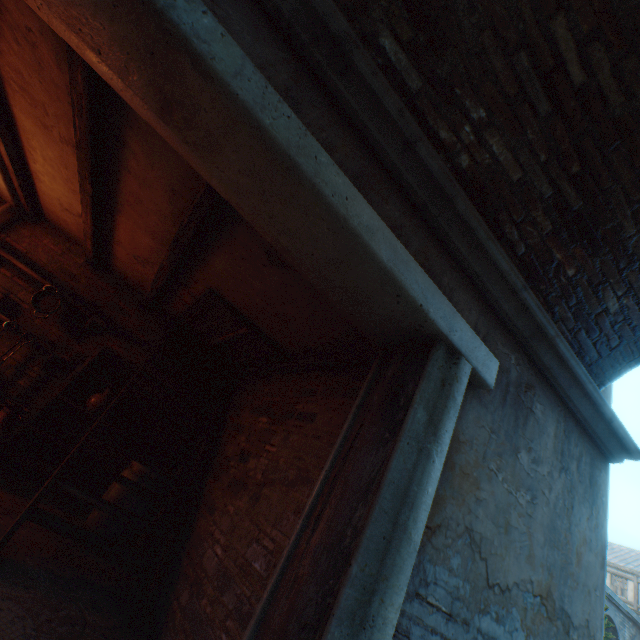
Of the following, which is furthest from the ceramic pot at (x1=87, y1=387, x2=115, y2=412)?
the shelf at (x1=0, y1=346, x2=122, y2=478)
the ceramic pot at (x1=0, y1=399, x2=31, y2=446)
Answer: the ceramic pot at (x1=0, y1=399, x2=31, y2=446)

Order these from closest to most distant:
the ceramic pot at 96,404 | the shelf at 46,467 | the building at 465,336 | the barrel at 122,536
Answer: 1. the building at 465,336
2. the barrel at 122,536
3. the shelf at 46,467
4. the ceramic pot at 96,404

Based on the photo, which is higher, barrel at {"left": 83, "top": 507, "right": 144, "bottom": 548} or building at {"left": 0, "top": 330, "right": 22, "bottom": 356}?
building at {"left": 0, "top": 330, "right": 22, "bottom": 356}

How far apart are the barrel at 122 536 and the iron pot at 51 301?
2.45m

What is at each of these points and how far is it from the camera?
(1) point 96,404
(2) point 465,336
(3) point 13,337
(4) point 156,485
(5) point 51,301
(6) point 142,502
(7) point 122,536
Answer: (1) ceramic pot, 4.88m
(2) building, 2.40m
(3) building, 4.78m
(4) barrel, 4.05m
(5) iron pot, 4.80m
(6) barrel, 3.93m
(7) barrel, 3.78m

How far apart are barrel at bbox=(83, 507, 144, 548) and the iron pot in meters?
2.5 m

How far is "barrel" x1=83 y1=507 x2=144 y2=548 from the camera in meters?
3.7
